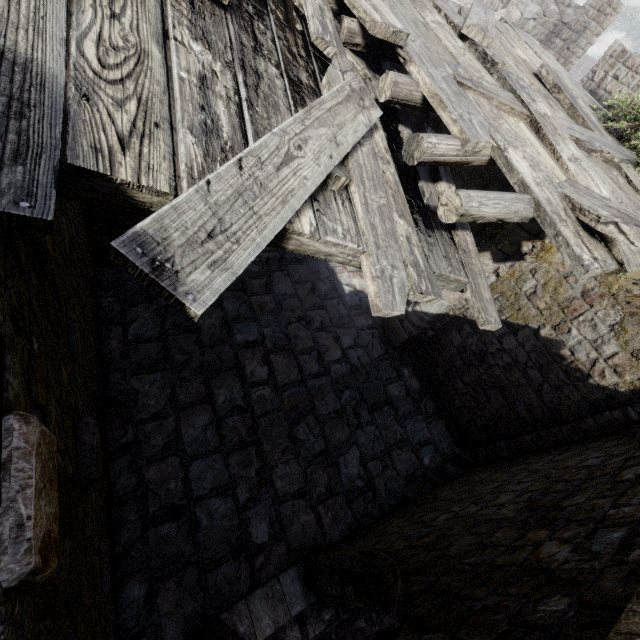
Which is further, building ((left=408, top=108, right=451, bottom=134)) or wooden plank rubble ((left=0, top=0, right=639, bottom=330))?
building ((left=408, top=108, right=451, bottom=134))

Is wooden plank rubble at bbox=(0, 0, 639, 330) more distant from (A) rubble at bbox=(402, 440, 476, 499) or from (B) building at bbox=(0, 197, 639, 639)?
(A) rubble at bbox=(402, 440, 476, 499)

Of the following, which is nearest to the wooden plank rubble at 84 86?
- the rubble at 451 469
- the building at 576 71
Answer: the building at 576 71

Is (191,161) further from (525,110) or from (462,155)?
(525,110)

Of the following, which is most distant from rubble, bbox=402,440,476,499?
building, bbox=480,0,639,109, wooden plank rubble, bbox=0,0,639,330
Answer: wooden plank rubble, bbox=0,0,639,330

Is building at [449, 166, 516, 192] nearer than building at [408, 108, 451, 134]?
Yes

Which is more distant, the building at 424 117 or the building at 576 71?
the building at 576 71
